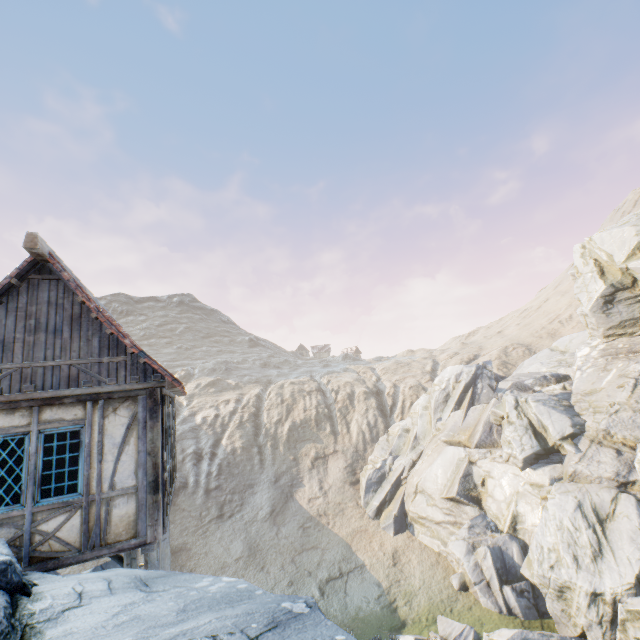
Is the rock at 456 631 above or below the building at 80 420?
below

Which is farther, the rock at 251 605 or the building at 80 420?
the building at 80 420

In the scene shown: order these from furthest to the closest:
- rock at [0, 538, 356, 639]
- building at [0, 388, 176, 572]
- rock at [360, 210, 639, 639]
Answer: rock at [360, 210, 639, 639] < building at [0, 388, 176, 572] < rock at [0, 538, 356, 639]

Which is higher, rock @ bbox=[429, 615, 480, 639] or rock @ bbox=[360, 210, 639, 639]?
rock @ bbox=[360, 210, 639, 639]

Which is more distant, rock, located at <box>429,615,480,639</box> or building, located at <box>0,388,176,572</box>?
rock, located at <box>429,615,480,639</box>

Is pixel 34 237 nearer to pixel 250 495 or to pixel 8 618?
pixel 8 618

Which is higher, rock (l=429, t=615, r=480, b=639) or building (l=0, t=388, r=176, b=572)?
building (l=0, t=388, r=176, b=572)
